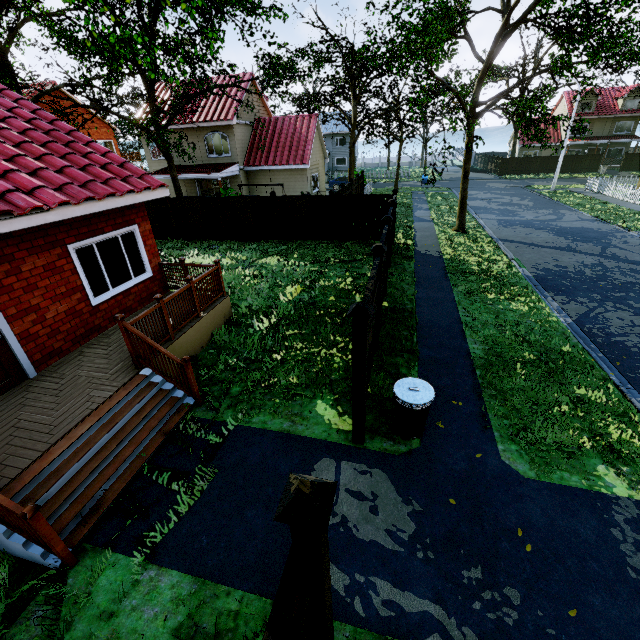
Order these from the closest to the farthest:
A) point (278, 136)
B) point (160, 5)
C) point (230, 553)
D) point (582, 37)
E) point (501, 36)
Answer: point (230, 553) → point (582, 37) → point (501, 36) → point (160, 5) → point (278, 136)

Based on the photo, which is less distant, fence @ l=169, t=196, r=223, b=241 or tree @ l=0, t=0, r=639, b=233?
tree @ l=0, t=0, r=639, b=233

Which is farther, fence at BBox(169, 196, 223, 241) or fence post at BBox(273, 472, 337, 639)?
fence at BBox(169, 196, 223, 241)

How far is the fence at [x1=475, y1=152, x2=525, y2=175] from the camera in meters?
42.4 m

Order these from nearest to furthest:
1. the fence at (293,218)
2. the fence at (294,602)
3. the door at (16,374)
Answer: the fence at (294,602) → the door at (16,374) → the fence at (293,218)

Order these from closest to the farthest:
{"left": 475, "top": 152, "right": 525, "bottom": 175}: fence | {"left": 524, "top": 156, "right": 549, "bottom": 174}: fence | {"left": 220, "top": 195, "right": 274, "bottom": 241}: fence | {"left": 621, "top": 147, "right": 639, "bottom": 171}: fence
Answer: {"left": 220, "top": 195, "right": 274, "bottom": 241}: fence
{"left": 621, "top": 147, "right": 639, "bottom": 171}: fence
{"left": 524, "top": 156, "right": 549, "bottom": 174}: fence
{"left": 475, "top": 152, "right": 525, "bottom": 175}: fence

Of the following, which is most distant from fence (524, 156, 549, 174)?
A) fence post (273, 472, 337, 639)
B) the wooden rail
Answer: the wooden rail

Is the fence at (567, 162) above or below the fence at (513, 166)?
above
